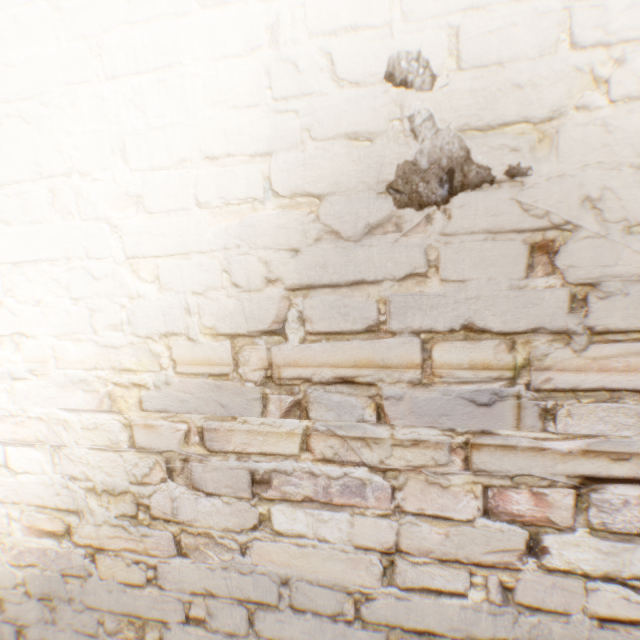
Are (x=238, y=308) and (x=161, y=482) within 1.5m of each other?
yes
